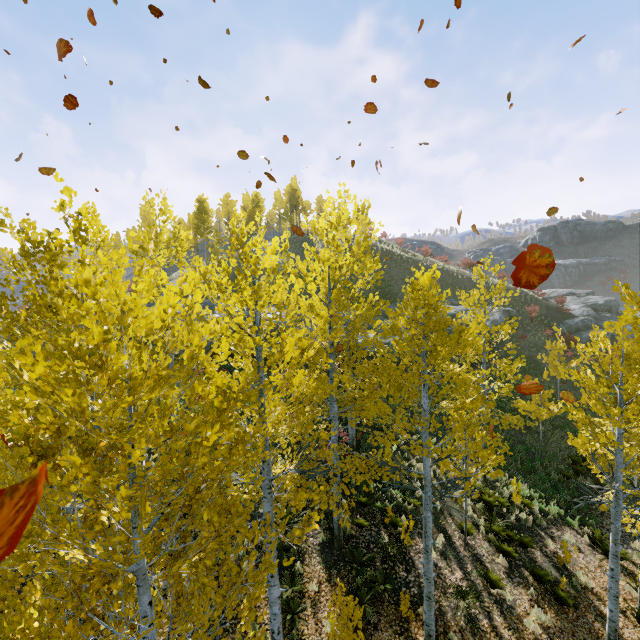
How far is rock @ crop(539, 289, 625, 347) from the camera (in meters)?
30.20

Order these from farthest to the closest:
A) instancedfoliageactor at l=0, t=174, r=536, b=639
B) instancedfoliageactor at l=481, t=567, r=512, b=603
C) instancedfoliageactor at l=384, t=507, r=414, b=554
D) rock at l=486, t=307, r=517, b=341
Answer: rock at l=486, t=307, r=517, b=341
instancedfoliageactor at l=384, t=507, r=414, b=554
instancedfoliageactor at l=481, t=567, r=512, b=603
instancedfoliageactor at l=0, t=174, r=536, b=639

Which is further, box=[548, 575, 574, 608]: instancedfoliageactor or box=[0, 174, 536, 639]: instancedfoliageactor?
box=[548, 575, 574, 608]: instancedfoliageactor

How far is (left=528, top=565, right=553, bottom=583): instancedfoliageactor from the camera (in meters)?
9.91

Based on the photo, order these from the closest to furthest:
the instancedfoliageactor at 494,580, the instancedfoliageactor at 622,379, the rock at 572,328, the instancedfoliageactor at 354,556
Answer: the instancedfoliageactor at 354,556, the instancedfoliageactor at 622,379, the instancedfoliageactor at 494,580, the rock at 572,328

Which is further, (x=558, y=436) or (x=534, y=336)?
(x=534, y=336)

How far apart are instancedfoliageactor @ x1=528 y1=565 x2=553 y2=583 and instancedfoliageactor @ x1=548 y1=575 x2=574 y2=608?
0.1 meters

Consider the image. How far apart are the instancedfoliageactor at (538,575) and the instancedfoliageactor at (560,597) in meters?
0.1 m
